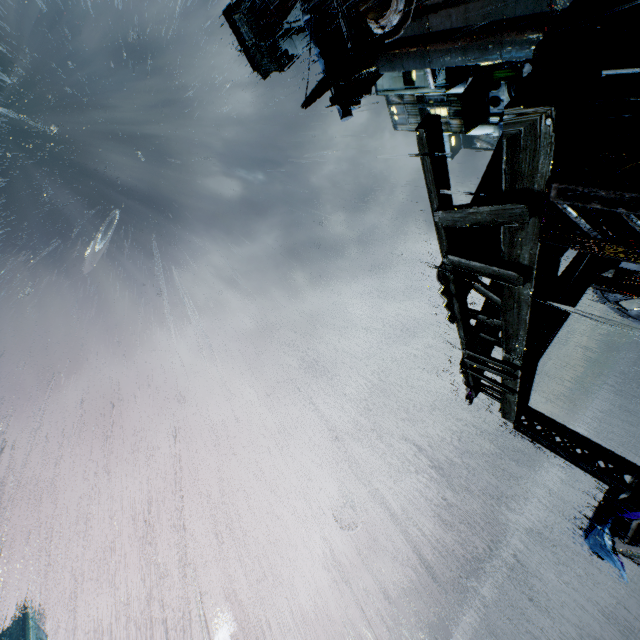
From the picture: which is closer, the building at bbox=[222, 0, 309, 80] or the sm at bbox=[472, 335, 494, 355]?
the sm at bbox=[472, 335, 494, 355]

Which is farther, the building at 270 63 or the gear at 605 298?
the building at 270 63

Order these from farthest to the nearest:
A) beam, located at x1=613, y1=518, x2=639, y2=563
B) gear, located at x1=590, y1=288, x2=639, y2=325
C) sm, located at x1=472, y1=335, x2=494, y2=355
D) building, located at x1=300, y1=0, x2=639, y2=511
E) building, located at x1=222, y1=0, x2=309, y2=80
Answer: building, located at x1=222, y1=0, x2=309, y2=80
gear, located at x1=590, y1=288, x2=639, y2=325
beam, located at x1=613, y1=518, x2=639, y2=563
sm, located at x1=472, y1=335, x2=494, y2=355
building, located at x1=300, y1=0, x2=639, y2=511

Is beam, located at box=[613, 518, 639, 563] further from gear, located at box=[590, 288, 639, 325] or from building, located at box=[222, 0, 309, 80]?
gear, located at box=[590, 288, 639, 325]

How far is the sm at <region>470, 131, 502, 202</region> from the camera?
5.80m

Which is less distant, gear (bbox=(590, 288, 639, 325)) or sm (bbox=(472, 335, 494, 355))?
sm (bbox=(472, 335, 494, 355))

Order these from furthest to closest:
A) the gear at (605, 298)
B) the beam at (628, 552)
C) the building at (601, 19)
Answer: the gear at (605, 298) → the beam at (628, 552) → the building at (601, 19)

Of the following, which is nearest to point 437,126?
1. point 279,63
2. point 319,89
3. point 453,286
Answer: point 453,286
